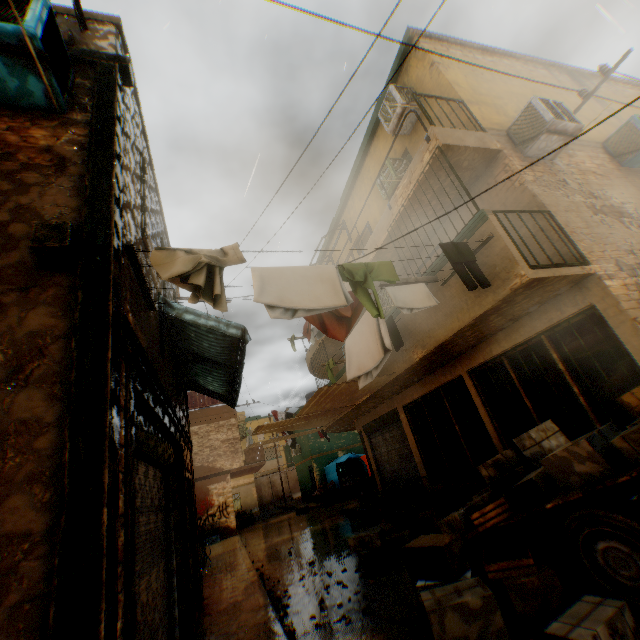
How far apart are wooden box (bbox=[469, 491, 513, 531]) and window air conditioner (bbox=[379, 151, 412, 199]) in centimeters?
716cm

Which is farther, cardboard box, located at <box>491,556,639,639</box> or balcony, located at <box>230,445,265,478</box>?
balcony, located at <box>230,445,265,478</box>

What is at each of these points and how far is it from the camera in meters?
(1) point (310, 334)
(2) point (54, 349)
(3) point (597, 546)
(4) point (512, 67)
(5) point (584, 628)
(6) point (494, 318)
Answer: (1) dryer, 11.3
(2) building, 2.3
(3) wheel, 3.2
(4) building, 9.1
(5) cardboard box, 2.6
(6) building, 5.9

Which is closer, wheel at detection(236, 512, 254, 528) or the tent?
the tent

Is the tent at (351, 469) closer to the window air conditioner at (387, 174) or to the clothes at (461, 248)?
the clothes at (461, 248)

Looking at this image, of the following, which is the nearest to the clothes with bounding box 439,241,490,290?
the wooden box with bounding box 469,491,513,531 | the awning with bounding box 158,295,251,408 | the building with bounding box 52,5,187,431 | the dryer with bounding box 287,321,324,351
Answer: the building with bounding box 52,5,187,431

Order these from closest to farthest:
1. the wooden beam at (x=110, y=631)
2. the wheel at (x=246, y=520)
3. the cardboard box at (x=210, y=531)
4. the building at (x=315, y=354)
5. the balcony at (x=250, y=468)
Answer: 1. the wooden beam at (x=110, y=631)
2. the building at (x=315, y=354)
3. the cardboard box at (x=210, y=531)
4. the balcony at (x=250, y=468)
5. the wheel at (x=246, y=520)

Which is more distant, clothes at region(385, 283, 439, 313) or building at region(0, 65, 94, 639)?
clothes at region(385, 283, 439, 313)
